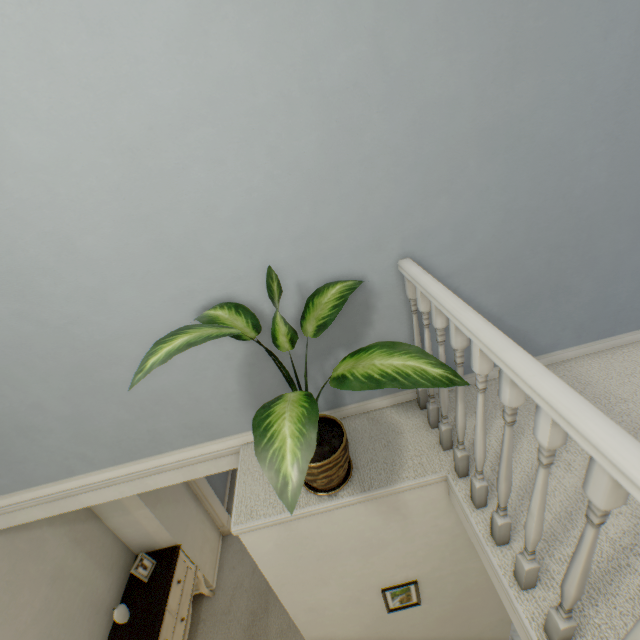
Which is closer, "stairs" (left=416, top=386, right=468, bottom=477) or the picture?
"stairs" (left=416, top=386, right=468, bottom=477)

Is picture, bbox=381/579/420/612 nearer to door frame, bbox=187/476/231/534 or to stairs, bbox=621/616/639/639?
stairs, bbox=621/616/639/639

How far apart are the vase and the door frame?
1.1 meters

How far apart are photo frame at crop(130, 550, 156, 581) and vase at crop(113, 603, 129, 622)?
0.2m

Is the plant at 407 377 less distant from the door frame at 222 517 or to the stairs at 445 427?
the stairs at 445 427

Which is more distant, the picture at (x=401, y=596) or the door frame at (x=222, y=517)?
the door frame at (x=222, y=517)

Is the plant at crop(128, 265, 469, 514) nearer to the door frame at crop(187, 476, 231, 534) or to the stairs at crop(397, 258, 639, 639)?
the stairs at crop(397, 258, 639, 639)

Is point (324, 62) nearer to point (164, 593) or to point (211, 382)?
point (211, 382)
